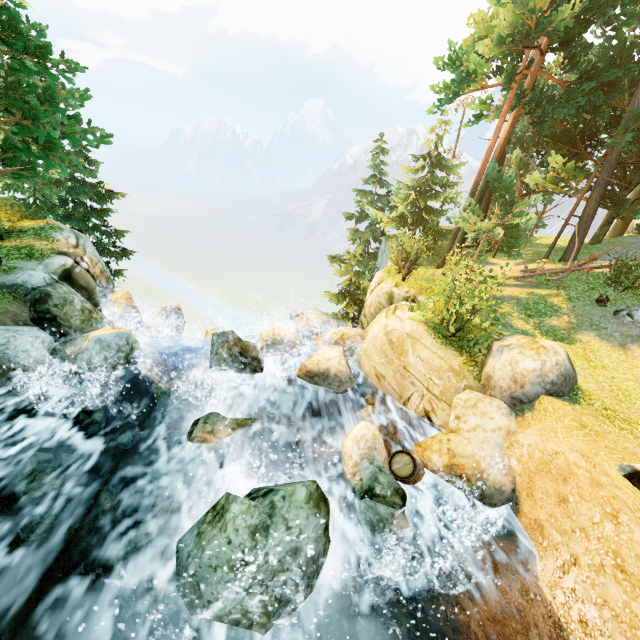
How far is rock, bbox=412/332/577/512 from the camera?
7.2m

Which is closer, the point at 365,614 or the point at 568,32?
the point at 365,614

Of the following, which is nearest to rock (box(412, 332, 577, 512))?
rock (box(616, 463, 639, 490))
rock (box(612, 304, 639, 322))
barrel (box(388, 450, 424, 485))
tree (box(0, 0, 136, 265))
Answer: barrel (box(388, 450, 424, 485))

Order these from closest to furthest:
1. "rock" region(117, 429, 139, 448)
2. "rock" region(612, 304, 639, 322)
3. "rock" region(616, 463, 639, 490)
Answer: "rock" region(616, 463, 639, 490) < "rock" region(117, 429, 139, 448) < "rock" region(612, 304, 639, 322)

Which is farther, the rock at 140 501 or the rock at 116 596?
the rock at 140 501

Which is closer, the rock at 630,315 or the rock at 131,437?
the rock at 131,437

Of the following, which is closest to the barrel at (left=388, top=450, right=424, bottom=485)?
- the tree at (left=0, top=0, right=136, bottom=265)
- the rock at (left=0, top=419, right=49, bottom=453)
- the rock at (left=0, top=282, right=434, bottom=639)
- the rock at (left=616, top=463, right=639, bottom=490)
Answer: the rock at (left=0, top=282, right=434, bottom=639)

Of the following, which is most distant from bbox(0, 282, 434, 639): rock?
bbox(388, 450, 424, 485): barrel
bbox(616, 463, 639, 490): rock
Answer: bbox(616, 463, 639, 490): rock
